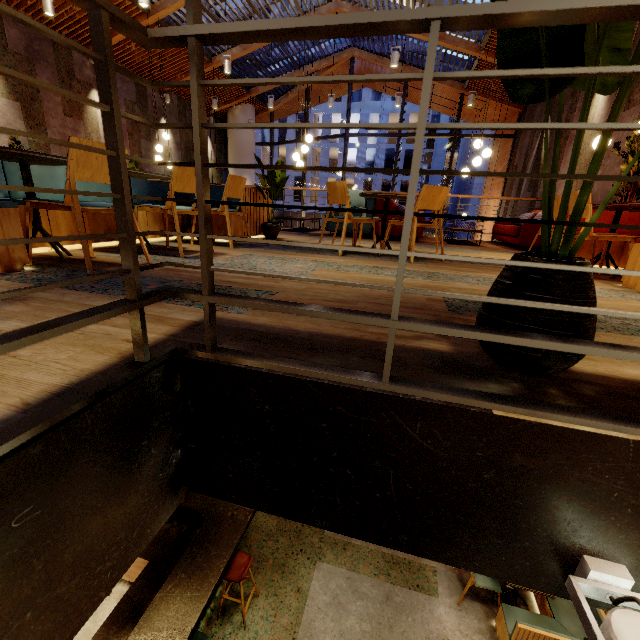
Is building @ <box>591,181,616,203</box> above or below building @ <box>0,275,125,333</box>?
above

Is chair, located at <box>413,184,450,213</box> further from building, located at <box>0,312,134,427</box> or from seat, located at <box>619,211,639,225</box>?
seat, located at <box>619,211,639,225</box>

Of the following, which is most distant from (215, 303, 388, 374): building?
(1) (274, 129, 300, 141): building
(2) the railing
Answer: (1) (274, 129, 300, 141): building

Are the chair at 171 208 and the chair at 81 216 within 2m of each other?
yes

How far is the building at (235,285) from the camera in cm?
185

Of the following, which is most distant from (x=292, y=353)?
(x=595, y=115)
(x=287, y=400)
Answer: (x=595, y=115)

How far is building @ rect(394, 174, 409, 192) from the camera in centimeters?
3388cm

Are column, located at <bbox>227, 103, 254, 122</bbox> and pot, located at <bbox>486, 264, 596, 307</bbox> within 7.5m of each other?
no
